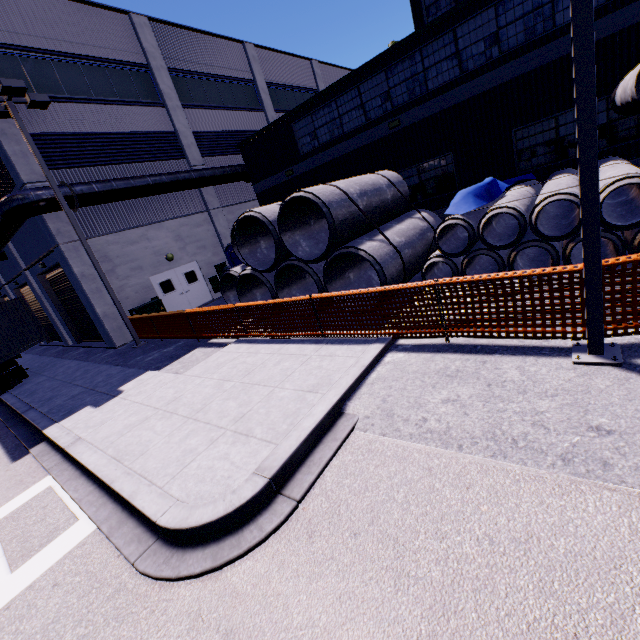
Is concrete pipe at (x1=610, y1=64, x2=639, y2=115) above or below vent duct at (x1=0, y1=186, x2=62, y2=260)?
below

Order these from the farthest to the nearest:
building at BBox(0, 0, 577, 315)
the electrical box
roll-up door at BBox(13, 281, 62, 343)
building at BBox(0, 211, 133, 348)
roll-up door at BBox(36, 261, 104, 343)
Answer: roll-up door at BBox(13, 281, 62, 343)
roll-up door at BBox(36, 261, 104, 343)
the electrical box
building at BBox(0, 211, 133, 348)
building at BBox(0, 0, 577, 315)

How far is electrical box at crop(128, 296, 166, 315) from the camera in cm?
1497

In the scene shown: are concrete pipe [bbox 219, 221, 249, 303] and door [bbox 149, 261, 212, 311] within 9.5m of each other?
yes

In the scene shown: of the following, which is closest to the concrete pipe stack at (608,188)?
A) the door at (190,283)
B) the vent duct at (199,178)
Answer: the vent duct at (199,178)

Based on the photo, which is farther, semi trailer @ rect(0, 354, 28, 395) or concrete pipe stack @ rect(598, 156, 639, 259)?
semi trailer @ rect(0, 354, 28, 395)

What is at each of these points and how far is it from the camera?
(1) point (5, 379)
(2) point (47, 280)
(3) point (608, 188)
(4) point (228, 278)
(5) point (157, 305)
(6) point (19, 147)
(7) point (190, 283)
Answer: (1) semi trailer, 13.42m
(2) roll-up door, 18.69m
(3) concrete pipe stack, 6.34m
(4) concrete pipe, 14.22m
(5) electrical box, 15.58m
(6) building, 12.87m
(7) door, 18.62m

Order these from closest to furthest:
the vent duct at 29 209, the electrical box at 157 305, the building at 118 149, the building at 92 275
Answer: the building at 118 149, the vent duct at 29 209, the building at 92 275, the electrical box at 157 305
